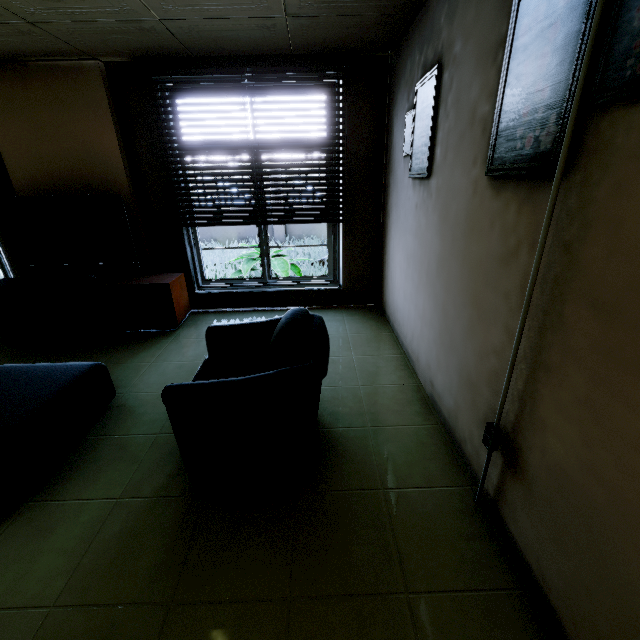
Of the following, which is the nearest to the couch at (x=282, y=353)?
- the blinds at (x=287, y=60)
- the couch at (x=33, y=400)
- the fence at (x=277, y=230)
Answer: the couch at (x=33, y=400)

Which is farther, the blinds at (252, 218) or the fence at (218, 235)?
the fence at (218, 235)

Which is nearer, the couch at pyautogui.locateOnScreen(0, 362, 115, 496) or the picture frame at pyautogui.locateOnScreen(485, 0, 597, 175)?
the picture frame at pyautogui.locateOnScreen(485, 0, 597, 175)

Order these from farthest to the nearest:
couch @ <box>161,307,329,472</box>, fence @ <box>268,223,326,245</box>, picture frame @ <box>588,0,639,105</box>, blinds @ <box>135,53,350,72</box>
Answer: fence @ <box>268,223,326,245</box>
blinds @ <box>135,53,350,72</box>
couch @ <box>161,307,329,472</box>
picture frame @ <box>588,0,639,105</box>

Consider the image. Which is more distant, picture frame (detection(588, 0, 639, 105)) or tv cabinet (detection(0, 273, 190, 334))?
tv cabinet (detection(0, 273, 190, 334))

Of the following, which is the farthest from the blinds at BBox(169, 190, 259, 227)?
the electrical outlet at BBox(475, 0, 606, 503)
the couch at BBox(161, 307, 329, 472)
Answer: the electrical outlet at BBox(475, 0, 606, 503)

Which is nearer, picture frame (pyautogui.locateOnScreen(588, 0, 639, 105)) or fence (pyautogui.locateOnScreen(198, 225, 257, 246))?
picture frame (pyautogui.locateOnScreen(588, 0, 639, 105))

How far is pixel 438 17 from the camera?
2.15m
